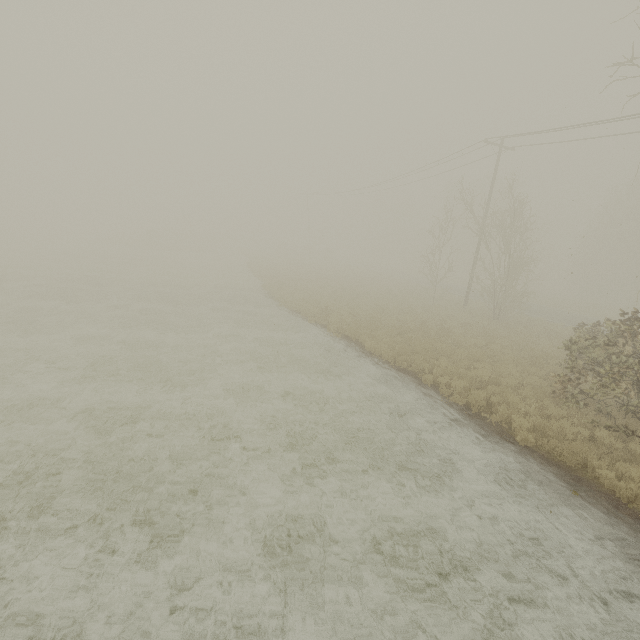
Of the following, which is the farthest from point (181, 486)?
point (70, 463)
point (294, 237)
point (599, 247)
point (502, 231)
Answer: point (599, 247)
